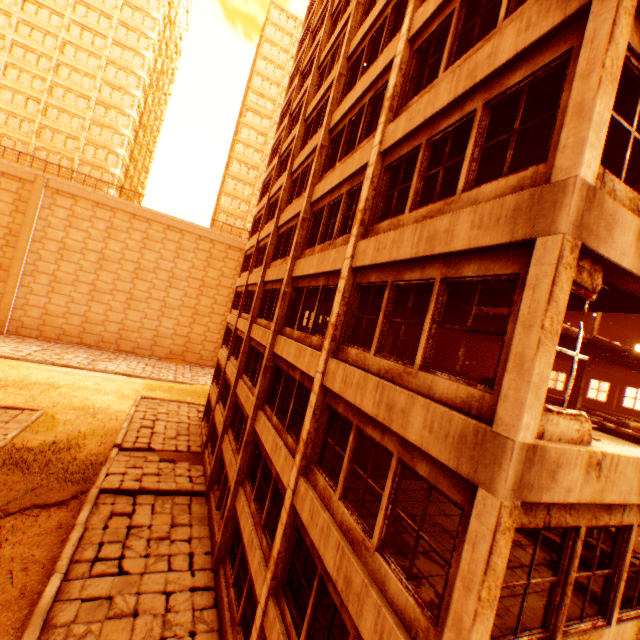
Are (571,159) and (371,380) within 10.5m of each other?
yes

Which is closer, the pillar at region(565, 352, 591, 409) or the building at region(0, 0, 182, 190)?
the pillar at region(565, 352, 591, 409)

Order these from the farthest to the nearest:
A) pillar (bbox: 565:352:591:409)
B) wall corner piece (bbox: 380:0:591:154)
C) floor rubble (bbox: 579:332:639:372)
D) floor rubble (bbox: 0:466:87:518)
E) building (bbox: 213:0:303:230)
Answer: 1. building (bbox: 213:0:303:230)
2. pillar (bbox: 565:352:591:409)
3. floor rubble (bbox: 0:466:87:518)
4. floor rubble (bbox: 579:332:639:372)
5. wall corner piece (bbox: 380:0:591:154)

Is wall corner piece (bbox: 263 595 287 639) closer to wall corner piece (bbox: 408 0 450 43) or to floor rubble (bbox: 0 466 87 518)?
wall corner piece (bbox: 408 0 450 43)

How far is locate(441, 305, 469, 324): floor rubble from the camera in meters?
11.7

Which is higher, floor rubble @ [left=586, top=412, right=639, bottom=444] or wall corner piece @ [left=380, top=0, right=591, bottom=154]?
wall corner piece @ [left=380, top=0, right=591, bottom=154]

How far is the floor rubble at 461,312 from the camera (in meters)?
11.67

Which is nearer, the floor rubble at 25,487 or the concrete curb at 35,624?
the concrete curb at 35,624
